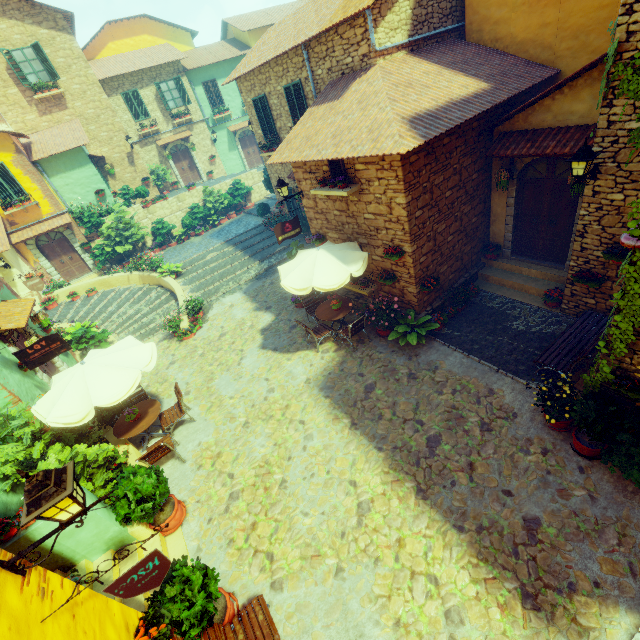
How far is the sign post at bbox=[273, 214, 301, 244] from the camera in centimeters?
1008cm

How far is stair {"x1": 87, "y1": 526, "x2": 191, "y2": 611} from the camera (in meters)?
5.40

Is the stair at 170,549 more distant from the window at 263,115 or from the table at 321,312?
the table at 321,312

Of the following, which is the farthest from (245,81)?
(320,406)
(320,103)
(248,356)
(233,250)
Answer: (320,406)

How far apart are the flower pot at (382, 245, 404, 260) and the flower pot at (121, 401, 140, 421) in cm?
752

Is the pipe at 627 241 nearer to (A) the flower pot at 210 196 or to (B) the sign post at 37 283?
(B) the sign post at 37 283

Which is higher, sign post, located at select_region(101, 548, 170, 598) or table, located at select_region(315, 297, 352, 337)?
sign post, located at select_region(101, 548, 170, 598)

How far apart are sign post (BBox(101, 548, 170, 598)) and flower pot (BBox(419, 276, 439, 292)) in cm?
771
